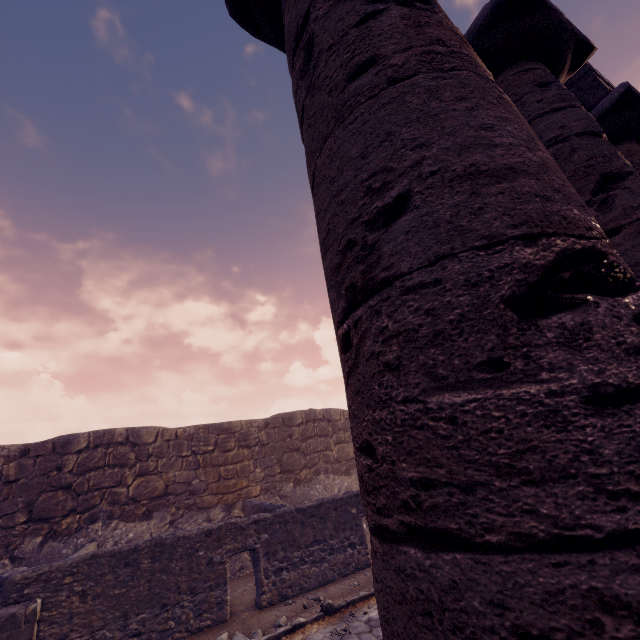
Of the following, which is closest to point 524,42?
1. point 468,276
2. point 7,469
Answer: point 468,276

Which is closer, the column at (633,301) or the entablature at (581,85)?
the column at (633,301)

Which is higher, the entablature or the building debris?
the entablature

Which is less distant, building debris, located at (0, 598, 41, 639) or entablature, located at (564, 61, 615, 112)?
entablature, located at (564, 61, 615, 112)

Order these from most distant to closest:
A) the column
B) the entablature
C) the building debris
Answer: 1. the building debris
2. the entablature
3. the column

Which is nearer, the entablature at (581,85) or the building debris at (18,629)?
the entablature at (581,85)

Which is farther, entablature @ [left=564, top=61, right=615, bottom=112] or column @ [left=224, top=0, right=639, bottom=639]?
entablature @ [left=564, top=61, right=615, bottom=112]

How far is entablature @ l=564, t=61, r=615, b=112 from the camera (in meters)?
4.16
